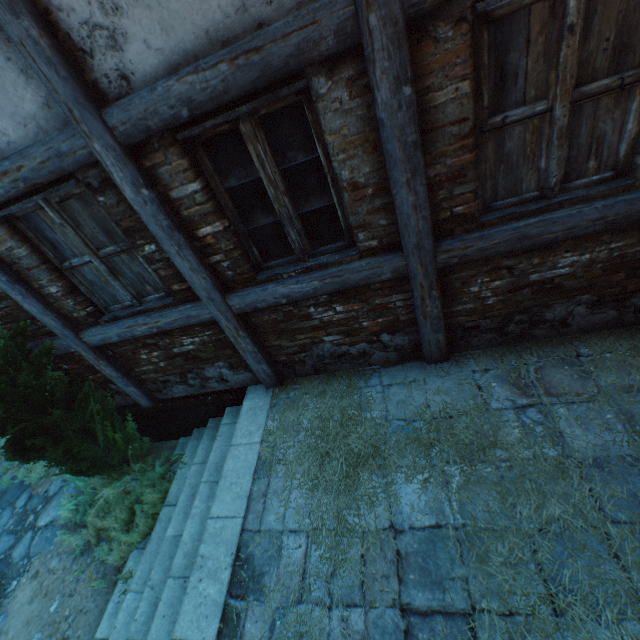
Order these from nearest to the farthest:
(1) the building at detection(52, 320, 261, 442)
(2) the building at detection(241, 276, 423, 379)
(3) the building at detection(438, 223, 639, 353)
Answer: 1. (3) the building at detection(438, 223, 639, 353)
2. (2) the building at detection(241, 276, 423, 379)
3. (1) the building at detection(52, 320, 261, 442)

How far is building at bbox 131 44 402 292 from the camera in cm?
211

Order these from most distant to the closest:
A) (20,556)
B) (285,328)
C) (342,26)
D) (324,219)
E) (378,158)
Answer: (20,556) → (285,328) → (324,219) → (378,158) → (342,26)

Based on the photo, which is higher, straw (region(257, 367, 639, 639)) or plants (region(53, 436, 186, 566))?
straw (region(257, 367, 639, 639))

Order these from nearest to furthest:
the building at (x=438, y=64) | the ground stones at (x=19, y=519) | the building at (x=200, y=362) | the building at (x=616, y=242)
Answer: the building at (x=438, y=64), the building at (x=616, y=242), the building at (x=200, y=362), the ground stones at (x=19, y=519)

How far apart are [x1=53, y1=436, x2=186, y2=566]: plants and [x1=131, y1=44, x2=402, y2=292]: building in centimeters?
289cm

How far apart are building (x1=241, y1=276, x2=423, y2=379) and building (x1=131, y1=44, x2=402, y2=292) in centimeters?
24cm

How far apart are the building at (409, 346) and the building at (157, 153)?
0.2m
